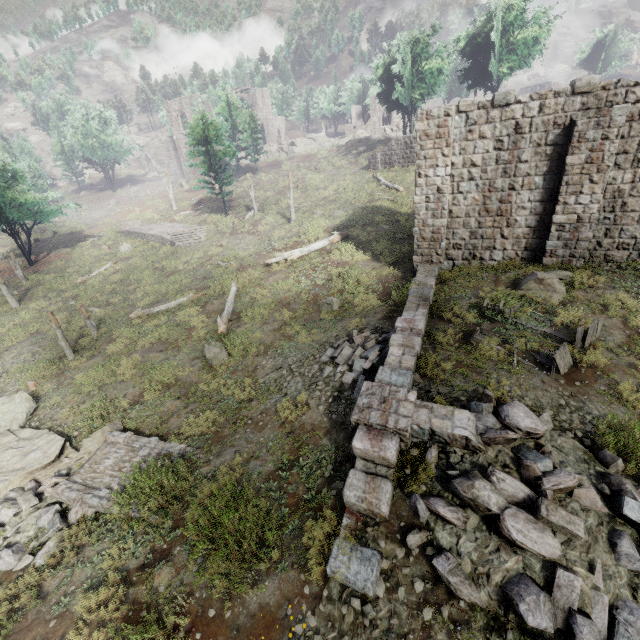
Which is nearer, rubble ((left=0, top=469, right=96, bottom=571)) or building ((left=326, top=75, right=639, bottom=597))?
building ((left=326, top=75, right=639, bottom=597))

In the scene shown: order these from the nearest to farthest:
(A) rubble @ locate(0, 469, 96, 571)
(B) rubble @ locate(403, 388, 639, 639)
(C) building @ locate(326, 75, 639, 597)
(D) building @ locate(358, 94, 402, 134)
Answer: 1. (B) rubble @ locate(403, 388, 639, 639)
2. (C) building @ locate(326, 75, 639, 597)
3. (A) rubble @ locate(0, 469, 96, 571)
4. (D) building @ locate(358, 94, 402, 134)

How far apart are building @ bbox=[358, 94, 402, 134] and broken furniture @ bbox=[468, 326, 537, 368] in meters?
60.7

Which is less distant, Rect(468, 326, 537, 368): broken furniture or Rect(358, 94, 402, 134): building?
Rect(468, 326, 537, 368): broken furniture

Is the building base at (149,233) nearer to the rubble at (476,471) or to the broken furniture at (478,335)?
the broken furniture at (478,335)

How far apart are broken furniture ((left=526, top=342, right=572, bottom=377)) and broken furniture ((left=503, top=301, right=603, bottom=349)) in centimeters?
35cm

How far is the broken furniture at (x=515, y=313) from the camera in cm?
864

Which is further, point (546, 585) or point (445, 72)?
point (445, 72)
